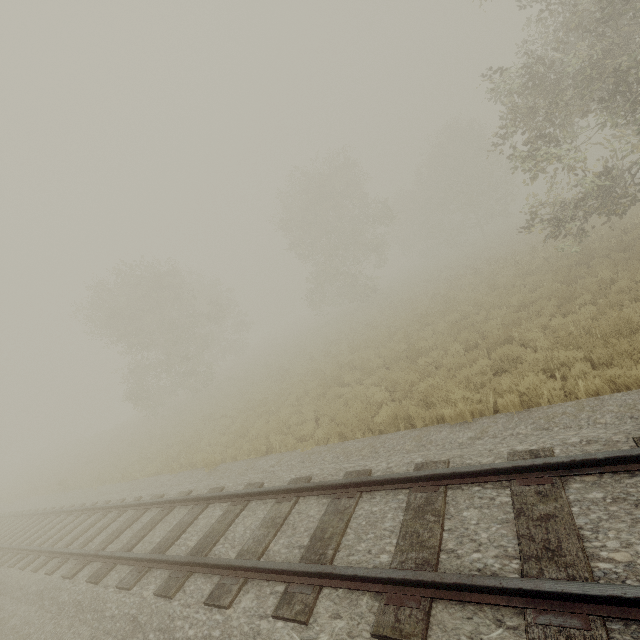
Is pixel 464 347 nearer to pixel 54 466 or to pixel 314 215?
pixel 314 215
